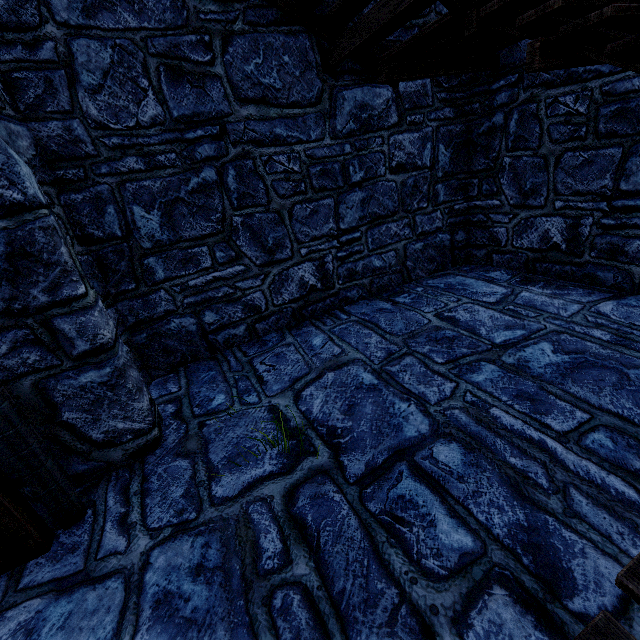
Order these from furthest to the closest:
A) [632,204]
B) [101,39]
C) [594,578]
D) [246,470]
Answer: [632,204] < [101,39] < [246,470] < [594,578]
